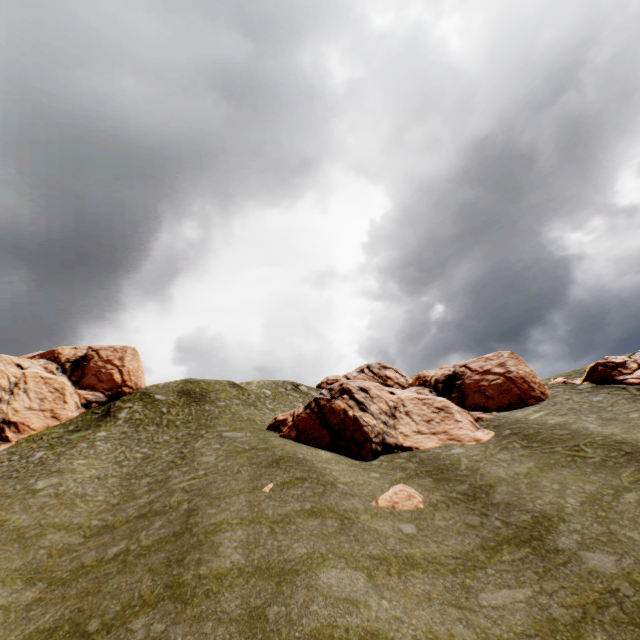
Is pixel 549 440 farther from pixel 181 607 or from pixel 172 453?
pixel 172 453

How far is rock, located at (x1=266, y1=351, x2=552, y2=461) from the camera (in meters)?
23.94

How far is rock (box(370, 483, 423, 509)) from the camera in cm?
1591

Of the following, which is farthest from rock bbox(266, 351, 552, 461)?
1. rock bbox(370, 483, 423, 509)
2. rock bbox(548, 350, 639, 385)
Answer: rock bbox(370, 483, 423, 509)

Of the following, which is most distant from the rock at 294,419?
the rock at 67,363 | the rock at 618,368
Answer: the rock at 67,363

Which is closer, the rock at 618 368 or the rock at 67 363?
the rock at 618 368

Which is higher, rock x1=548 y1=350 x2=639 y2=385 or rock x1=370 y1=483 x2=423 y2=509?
rock x1=548 y1=350 x2=639 y2=385

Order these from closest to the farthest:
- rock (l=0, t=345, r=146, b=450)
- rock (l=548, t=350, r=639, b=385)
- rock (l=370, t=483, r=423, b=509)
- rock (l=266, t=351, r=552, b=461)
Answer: rock (l=370, t=483, r=423, b=509) < rock (l=266, t=351, r=552, b=461) < rock (l=548, t=350, r=639, b=385) < rock (l=0, t=345, r=146, b=450)
